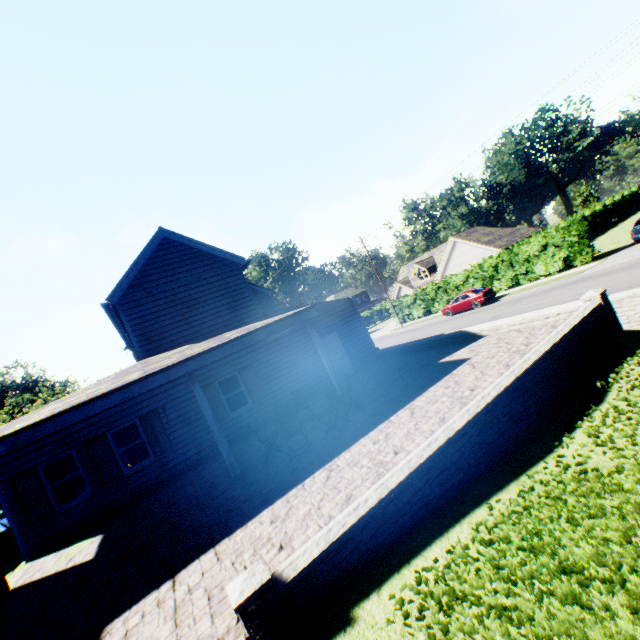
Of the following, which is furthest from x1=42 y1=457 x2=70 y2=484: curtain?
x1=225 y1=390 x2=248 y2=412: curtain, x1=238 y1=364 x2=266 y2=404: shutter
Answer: x1=238 y1=364 x2=266 y2=404: shutter

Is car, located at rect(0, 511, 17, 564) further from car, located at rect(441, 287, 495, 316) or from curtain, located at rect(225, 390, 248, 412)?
car, located at rect(441, 287, 495, 316)

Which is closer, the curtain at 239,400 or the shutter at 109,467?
the shutter at 109,467

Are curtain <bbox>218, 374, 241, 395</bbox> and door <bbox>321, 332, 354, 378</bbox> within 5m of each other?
yes

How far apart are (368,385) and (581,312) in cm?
668

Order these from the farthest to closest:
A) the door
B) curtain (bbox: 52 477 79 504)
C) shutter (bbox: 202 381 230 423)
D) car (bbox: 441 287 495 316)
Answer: car (bbox: 441 287 495 316), the door, shutter (bbox: 202 381 230 423), curtain (bbox: 52 477 79 504)

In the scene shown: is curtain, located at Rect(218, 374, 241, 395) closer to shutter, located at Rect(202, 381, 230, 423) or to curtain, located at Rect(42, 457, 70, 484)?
shutter, located at Rect(202, 381, 230, 423)

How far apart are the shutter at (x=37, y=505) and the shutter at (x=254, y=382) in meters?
7.0 m
